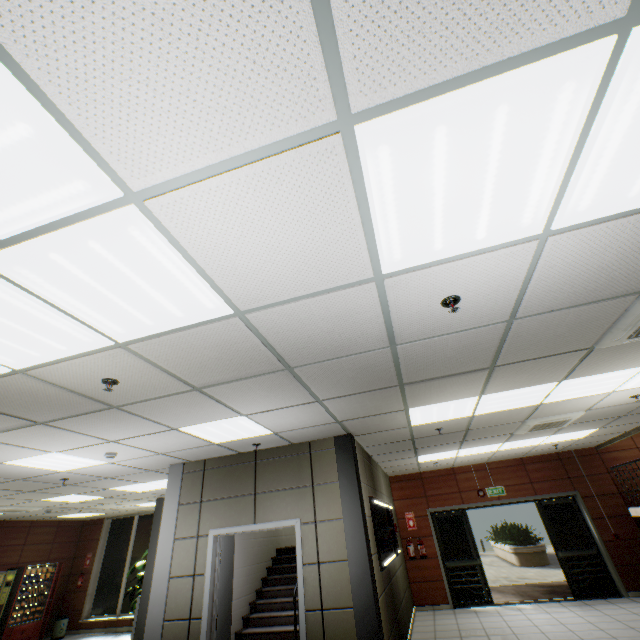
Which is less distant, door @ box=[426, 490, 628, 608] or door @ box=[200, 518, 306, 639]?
door @ box=[200, 518, 306, 639]

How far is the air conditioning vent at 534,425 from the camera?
5.66m

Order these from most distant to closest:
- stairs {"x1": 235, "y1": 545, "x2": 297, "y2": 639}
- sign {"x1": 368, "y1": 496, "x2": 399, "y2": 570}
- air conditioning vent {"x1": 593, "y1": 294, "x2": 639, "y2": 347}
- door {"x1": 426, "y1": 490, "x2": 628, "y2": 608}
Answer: door {"x1": 426, "y1": 490, "x2": 628, "y2": 608} < stairs {"x1": 235, "y1": 545, "x2": 297, "y2": 639} < sign {"x1": 368, "y1": 496, "x2": 399, "y2": 570} < air conditioning vent {"x1": 593, "y1": 294, "x2": 639, "y2": 347}

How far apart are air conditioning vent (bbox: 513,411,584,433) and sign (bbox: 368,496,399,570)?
3.02m

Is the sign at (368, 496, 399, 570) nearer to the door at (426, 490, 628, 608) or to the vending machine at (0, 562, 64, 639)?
the door at (426, 490, 628, 608)

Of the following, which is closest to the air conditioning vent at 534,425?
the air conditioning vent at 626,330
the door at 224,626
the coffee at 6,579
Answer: the air conditioning vent at 626,330

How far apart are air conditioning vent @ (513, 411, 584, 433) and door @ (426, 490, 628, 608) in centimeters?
408cm

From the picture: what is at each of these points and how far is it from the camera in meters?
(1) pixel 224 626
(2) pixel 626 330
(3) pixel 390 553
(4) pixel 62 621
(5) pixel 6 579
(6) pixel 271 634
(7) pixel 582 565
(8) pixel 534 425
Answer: (1) door, 4.8 m
(2) air conditioning vent, 3.0 m
(3) sign, 6.3 m
(4) garbage can, 10.3 m
(5) coffee, 9.3 m
(6) stairs, 6.1 m
(7) door, 8.3 m
(8) air conditioning vent, 5.9 m
